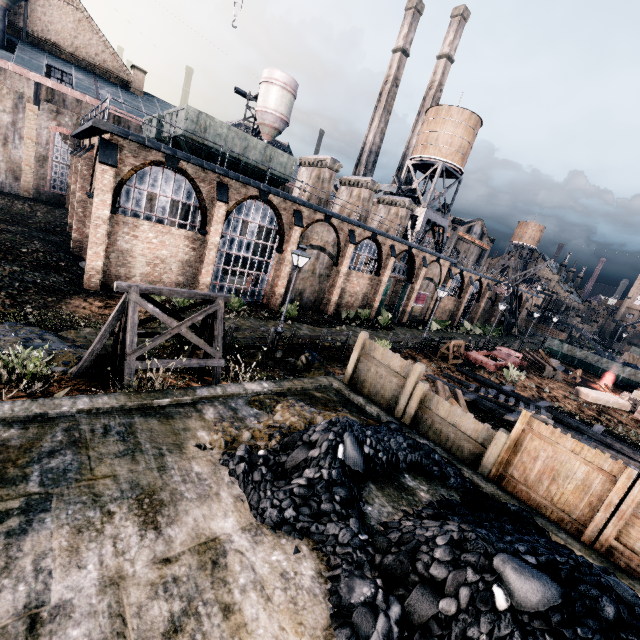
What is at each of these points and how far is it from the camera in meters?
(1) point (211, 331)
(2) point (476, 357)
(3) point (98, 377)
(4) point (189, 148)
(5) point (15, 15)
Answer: (1) wooden support structure, 11.1 m
(2) rail car base, 26.9 m
(3) stone debris, 9.3 m
(4) rail car container, 19.7 m
(5) building, 31.0 m

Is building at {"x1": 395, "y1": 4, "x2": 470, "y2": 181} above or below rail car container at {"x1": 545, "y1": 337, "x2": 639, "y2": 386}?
above

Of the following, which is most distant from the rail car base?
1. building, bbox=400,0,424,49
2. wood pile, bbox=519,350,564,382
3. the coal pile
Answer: building, bbox=400,0,424,49

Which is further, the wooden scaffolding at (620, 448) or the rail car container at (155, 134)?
the rail car container at (155, 134)

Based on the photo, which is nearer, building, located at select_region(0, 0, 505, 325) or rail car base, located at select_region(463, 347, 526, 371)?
building, located at select_region(0, 0, 505, 325)

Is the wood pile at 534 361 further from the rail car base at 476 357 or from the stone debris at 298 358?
the stone debris at 298 358

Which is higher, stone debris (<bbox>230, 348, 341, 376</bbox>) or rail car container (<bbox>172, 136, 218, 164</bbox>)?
rail car container (<bbox>172, 136, 218, 164</bbox>)

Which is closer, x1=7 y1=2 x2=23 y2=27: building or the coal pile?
the coal pile
